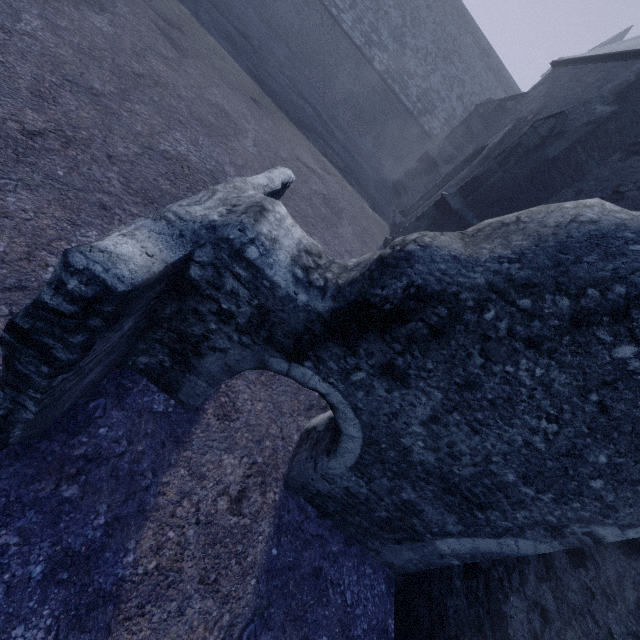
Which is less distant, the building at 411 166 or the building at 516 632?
the building at 516 632

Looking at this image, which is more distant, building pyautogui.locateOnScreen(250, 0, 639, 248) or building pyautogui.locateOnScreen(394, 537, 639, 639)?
building pyautogui.locateOnScreen(250, 0, 639, 248)

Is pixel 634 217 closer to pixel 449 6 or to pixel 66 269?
pixel 66 269
